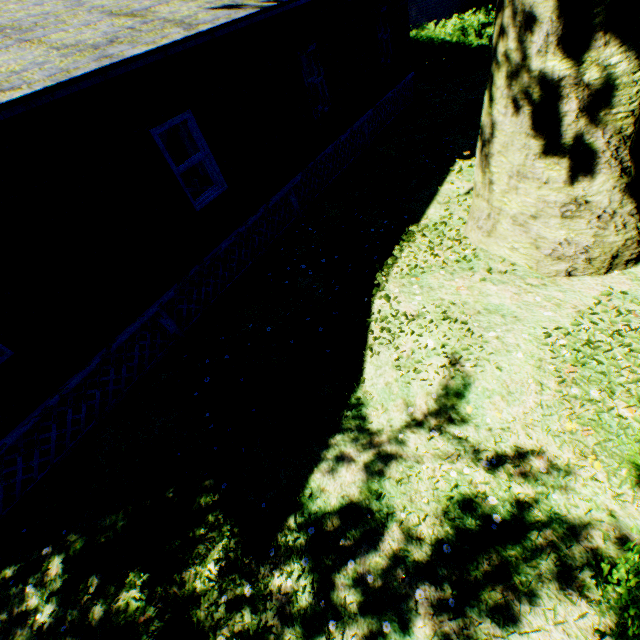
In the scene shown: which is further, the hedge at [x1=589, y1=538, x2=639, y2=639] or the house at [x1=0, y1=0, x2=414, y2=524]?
the house at [x1=0, y1=0, x2=414, y2=524]

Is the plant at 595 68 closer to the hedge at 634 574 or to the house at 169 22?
the hedge at 634 574

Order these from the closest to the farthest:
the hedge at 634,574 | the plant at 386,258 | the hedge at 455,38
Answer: the hedge at 634,574 → the plant at 386,258 → the hedge at 455,38

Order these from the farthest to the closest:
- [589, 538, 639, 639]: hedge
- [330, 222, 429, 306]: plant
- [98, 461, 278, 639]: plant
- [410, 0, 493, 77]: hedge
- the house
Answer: [410, 0, 493, 77]: hedge < [330, 222, 429, 306]: plant < the house < [98, 461, 278, 639]: plant < [589, 538, 639, 639]: hedge

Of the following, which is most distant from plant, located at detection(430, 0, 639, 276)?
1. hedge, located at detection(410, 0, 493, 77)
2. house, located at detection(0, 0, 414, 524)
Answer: house, located at detection(0, 0, 414, 524)

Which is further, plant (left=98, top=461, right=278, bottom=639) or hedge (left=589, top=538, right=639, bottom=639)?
plant (left=98, top=461, right=278, bottom=639)

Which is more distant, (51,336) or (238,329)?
A: (238,329)

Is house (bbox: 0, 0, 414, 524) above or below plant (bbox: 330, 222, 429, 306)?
above
